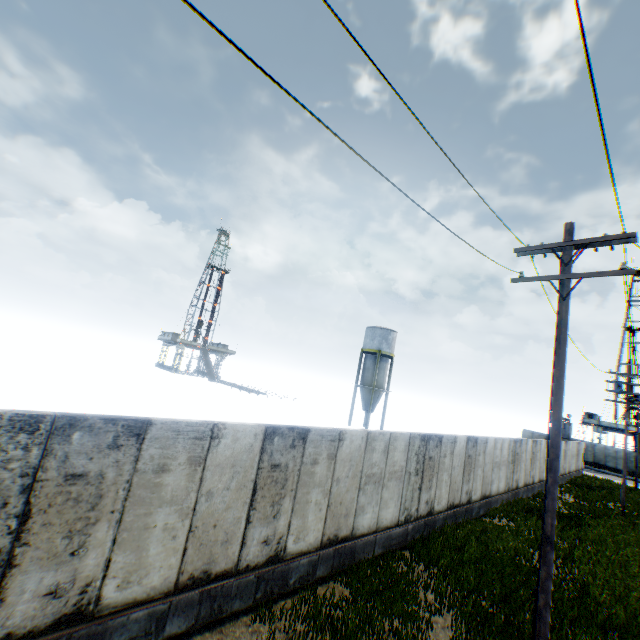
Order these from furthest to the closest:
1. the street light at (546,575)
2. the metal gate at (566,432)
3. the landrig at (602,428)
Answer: the landrig at (602,428), the metal gate at (566,432), the street light at (546,575)

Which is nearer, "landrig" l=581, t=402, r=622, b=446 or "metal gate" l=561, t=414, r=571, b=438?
"metal gate" l=561, t=414, r=571, b=438

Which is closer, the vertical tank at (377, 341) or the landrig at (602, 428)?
the vertical tank at (377, 341)

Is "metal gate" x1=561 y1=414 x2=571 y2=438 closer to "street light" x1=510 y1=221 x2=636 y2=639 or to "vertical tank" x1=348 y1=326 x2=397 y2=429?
"vertical tank" x1=348 y1=326 x2=397 y2=429

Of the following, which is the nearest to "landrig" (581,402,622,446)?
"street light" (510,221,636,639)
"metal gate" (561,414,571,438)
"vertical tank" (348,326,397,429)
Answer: "metal gate" (561,414,571,438)

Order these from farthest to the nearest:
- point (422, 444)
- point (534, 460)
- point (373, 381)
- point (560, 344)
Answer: point (373, 381) < point (534, 460) < point (422, 444) < point (560, 344)

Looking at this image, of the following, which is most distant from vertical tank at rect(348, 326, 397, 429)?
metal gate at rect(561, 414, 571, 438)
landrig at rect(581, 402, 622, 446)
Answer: landrig at rect(581, 402, 622, 446)
